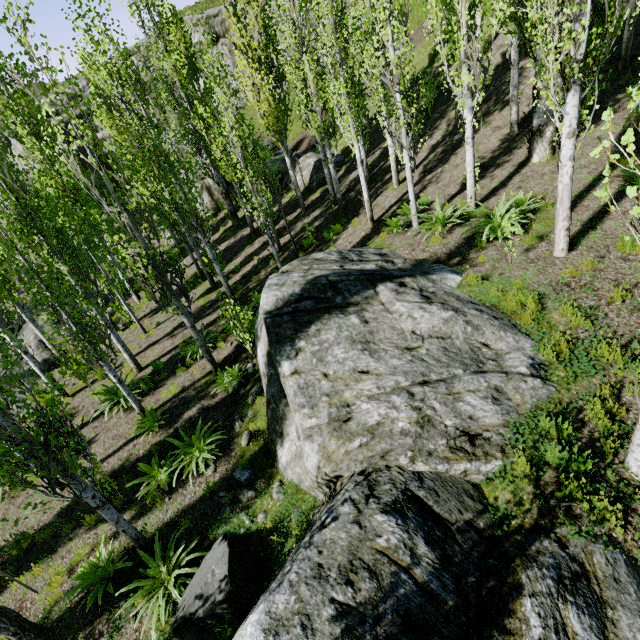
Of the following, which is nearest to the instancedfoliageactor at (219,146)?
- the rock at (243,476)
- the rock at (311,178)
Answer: the rock at (311,178)

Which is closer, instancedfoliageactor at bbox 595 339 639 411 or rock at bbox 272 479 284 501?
instancedfoliageactor at bbox 595 339 639 411

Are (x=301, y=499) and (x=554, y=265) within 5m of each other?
no

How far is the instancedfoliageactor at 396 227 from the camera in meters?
10.5 m

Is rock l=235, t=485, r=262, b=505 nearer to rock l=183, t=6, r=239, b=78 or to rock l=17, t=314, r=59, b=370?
rock l=17, t=314, r=59, b=370

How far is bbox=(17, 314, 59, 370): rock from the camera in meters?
16.1 m

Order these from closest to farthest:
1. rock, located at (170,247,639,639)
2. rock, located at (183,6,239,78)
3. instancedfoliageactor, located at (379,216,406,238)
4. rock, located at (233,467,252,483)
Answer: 1. rock, located at (170,247,639,639)
2. rock, located at (233,467,252,483)
3. instancedfoliageactor, located at (379,216,406,238)
4. rock, located at (183,6,239,78)
